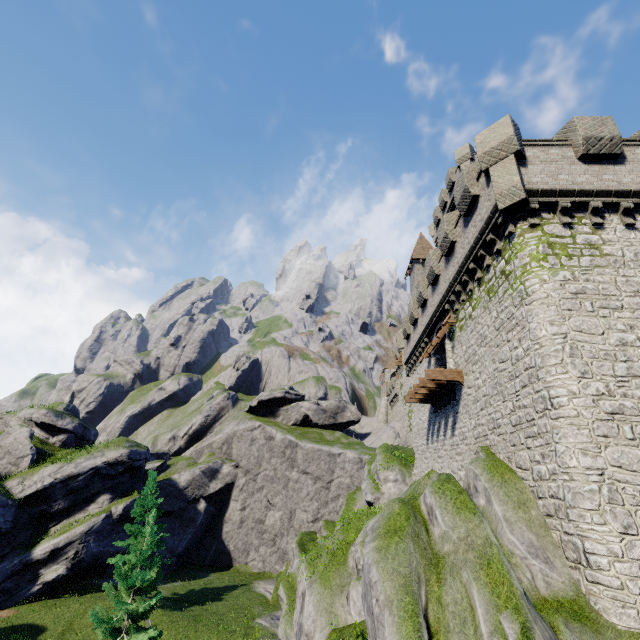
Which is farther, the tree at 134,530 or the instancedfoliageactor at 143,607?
the tree at 134,530

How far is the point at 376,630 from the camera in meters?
6.8

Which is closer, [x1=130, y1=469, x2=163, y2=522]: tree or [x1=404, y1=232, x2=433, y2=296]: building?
[x1=130, y1=469, x2=163, y2=522]: tree

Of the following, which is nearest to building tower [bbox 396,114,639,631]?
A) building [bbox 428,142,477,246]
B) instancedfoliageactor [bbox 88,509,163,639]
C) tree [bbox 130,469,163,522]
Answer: building [bbox 428,142,477,246]

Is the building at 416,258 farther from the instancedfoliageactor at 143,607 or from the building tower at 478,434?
the instancedfoliageactor at 143,607

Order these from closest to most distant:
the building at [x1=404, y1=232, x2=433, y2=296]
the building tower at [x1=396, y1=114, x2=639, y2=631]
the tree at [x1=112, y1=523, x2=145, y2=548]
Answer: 1. the building tower at [x1=396, y1=114, x2=639, y2=631]
2. the tree at [x1=112, y1=523, x2=145, y2=548]
3. the building at [x1=404, y1=232, x2=433, y2=296]

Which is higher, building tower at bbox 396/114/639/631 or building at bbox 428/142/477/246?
building at bbox 428/142/477/246
